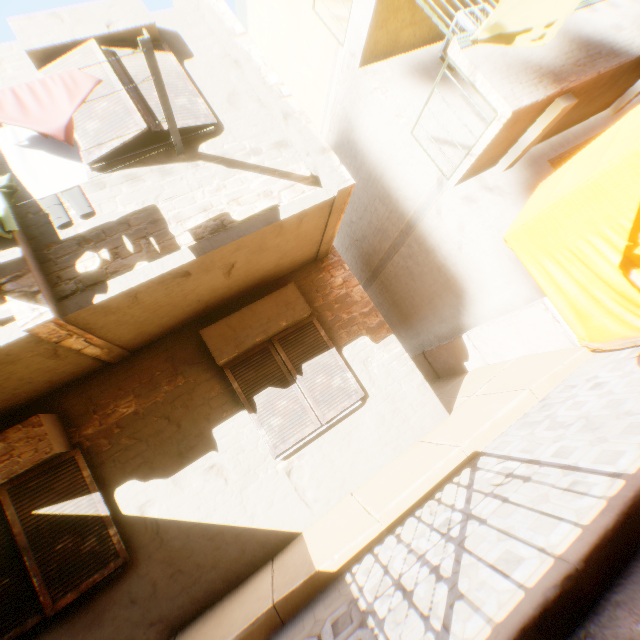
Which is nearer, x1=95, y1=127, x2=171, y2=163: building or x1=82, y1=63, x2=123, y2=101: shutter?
x1=82, y1=63, x2=123, y2=101: shutter

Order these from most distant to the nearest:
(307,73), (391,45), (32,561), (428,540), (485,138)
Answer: (307,73)
(391,45)
(485,138)
(32,561)
(428,540)

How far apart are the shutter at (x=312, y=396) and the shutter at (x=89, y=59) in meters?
3.0 m

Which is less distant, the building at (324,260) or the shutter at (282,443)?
Answer: the building at (324,260)

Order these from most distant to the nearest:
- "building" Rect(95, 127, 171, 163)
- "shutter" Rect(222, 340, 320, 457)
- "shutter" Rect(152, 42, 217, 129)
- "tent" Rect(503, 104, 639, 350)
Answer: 1. "building" Rect(95, 127, 171, 163)
2. "shutter" Rect(222, 340, 320, 457)
3. "shutter" Rect(152, 42, 217, 129)
4. "tent" Rect(503, 104, 639, 350)

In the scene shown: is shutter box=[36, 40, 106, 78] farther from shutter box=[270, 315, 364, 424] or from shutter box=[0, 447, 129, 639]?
shutter box=[0, 447, 129, 639]

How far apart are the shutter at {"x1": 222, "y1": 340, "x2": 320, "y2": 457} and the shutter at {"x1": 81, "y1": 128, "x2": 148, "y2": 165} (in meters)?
3.00
